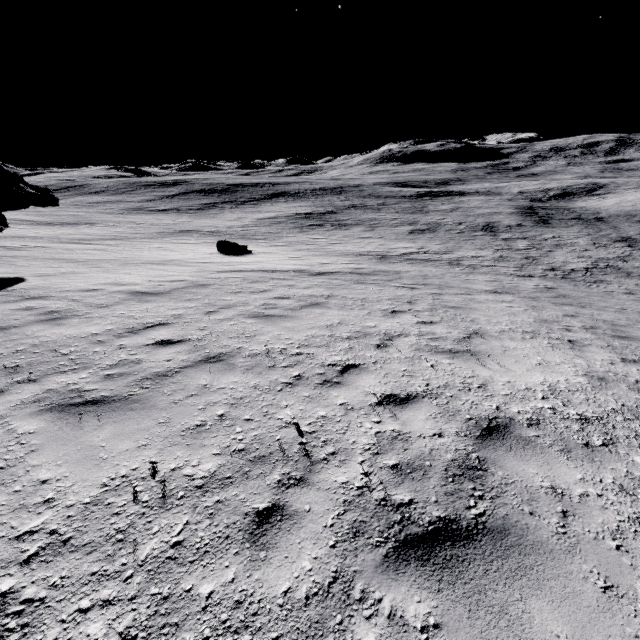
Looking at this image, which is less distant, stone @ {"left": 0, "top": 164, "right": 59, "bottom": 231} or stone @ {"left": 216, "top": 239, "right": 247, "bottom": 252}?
stone @ {"left": 0, "top": 164, "right": 59, "bottom": 231}

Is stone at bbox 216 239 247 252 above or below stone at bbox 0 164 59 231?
below

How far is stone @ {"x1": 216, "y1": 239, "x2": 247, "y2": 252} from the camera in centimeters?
1980cm

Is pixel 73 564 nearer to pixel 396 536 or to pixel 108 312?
pixel 396 536

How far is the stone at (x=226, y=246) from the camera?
19.8m

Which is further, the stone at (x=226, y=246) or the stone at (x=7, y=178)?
the stone at (x=226, y=246)
